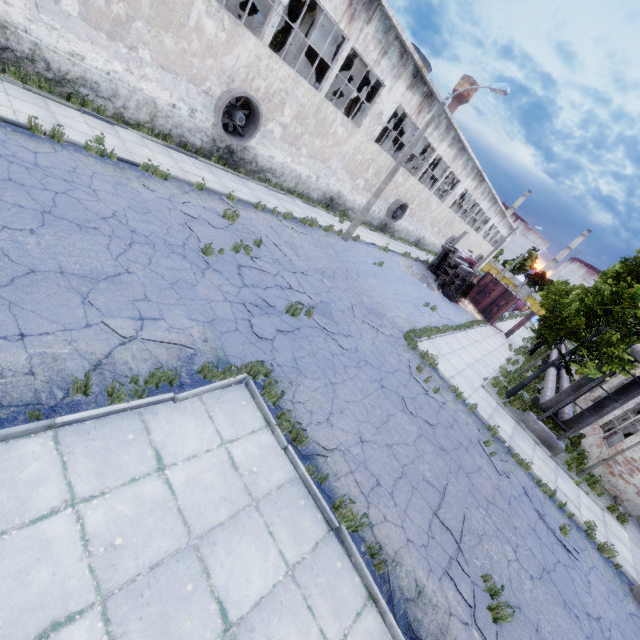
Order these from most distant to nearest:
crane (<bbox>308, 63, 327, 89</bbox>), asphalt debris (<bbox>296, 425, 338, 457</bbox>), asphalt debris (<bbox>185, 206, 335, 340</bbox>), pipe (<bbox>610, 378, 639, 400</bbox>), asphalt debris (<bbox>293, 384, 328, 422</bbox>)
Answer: crane (<bbox>308, 63, 327, 89</bbox>), pipe (<bbox>610, 378, 639, 400</bbox>), asphalt debris (<bbox>185, 206, 335, 340</bbox>), asphalt debris (<bbox>293, 384, 328, 422</bbox>), asphalt debris (<bbox>296, 425, 338, 457</bbox>)

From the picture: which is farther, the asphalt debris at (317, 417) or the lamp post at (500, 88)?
the lamp post at (500, 88)

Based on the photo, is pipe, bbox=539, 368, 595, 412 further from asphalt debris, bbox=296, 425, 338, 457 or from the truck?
the truck

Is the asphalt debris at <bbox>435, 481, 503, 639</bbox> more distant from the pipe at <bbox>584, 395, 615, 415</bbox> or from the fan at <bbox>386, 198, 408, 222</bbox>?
the fan at <bbox>386, 198, 408, 222</bbox>

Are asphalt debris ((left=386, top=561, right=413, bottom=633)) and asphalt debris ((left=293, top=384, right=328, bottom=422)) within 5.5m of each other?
yes

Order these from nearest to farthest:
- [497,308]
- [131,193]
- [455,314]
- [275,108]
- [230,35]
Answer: [131,193]
[230,35]
[275,108]
[455,314]
[497,308]

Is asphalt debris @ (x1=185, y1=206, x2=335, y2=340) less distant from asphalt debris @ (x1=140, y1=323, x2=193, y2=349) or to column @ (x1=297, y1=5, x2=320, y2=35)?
asphalt debris @ (x1=140, y1=323, x2=193, y2=349)

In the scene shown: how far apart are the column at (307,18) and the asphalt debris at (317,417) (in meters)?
17.70
